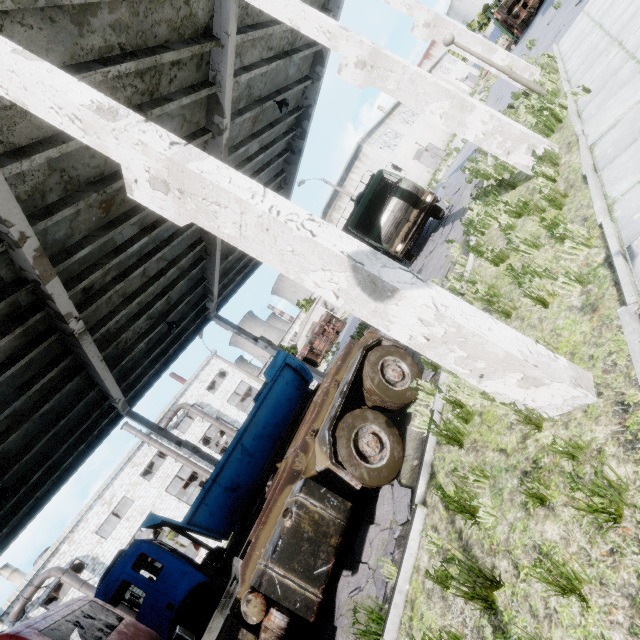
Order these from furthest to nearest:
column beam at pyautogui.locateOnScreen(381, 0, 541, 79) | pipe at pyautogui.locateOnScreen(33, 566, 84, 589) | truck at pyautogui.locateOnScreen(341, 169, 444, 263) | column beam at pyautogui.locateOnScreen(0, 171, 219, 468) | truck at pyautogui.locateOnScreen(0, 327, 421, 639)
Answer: pipe at pyautogui.locateOnScreen(33, 566, 84, 589), truck at pyautogui.locateOnScreen(341, 169, 444, 263), column beam at pyautogui.locateOnScreen(381, 0, 541, 79), column beam at pyautogui.locateOnScreen(0, 171, 219, 468), truck at pyautogui.locateOnScreen(0, 327, 421, 639)

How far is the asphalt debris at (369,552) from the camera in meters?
4.6 m

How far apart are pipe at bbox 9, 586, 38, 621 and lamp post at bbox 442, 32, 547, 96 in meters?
34.7

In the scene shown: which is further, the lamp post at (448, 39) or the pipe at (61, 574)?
the pipe at (61, 574)

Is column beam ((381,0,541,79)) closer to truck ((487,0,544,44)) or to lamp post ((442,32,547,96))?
lamp post ((442,32,547,96))

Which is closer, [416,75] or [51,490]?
[416,75]

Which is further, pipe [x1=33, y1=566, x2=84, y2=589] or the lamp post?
pipe [x1=33, y1=566, x2=84, y2=589]

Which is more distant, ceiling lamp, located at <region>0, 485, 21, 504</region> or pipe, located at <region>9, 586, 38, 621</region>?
pipe, located at <region>9, 586, 38, 621</region>
